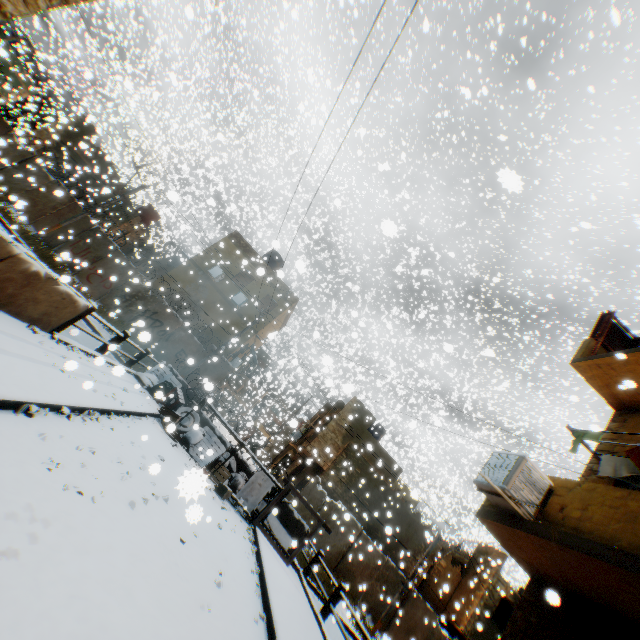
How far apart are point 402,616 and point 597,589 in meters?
17.6 m

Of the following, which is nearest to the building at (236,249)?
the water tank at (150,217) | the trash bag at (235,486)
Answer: the water tank at (150,217)

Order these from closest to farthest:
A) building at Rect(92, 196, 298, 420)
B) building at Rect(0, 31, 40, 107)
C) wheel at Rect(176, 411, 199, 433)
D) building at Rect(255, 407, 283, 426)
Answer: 1. wheel at Rect(176, 411, 199, 433)
2. building at Rect(92, 196, 298, 420)
3. building at Rect(0, 31, 40, 107)
4. building at Rect(255, 407, 283, 426)

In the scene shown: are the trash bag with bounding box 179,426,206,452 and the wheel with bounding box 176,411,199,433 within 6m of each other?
yes

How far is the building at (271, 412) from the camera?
26.64m

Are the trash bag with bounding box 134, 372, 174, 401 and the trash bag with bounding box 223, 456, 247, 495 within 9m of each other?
yes

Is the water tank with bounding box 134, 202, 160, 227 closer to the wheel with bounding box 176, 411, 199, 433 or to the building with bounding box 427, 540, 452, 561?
the building with bounding box 427, 540, 452, 561

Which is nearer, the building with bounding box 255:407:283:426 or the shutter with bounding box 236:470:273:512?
the shutter with bounding box 236:470:273:512
